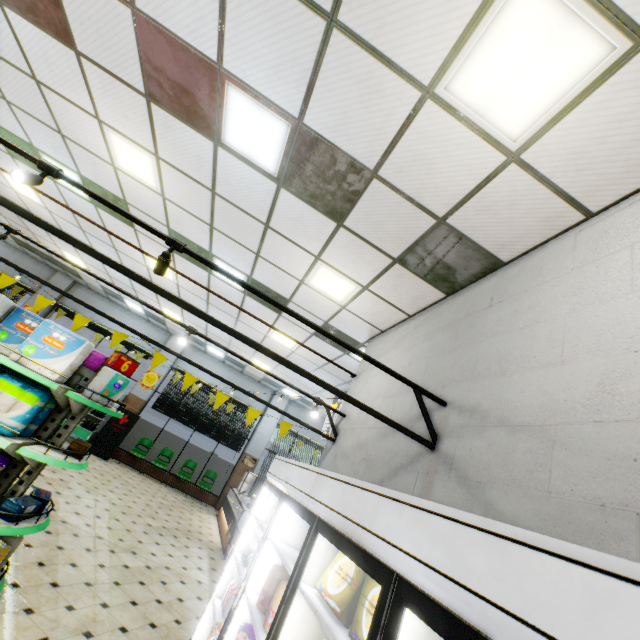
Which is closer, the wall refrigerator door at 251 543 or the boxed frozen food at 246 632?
the wall refrigerator door at 251 543

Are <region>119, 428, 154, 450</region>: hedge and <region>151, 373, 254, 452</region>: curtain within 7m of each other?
yes

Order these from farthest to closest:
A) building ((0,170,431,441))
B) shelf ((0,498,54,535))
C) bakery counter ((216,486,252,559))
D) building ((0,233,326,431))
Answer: building ((0,233,326,431)) → bakery counter ((216,486,252,559)) → building ((0,170,431,441)) → shelf ((0,498,54,535))

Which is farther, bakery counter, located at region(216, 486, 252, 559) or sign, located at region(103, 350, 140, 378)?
bakery counter, located at region(216, 486, 252, 559)

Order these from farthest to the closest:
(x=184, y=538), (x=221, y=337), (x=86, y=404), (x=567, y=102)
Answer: (x=221, y=337) < (x=184, y=538) < (x=86, y=404) < (x=567, y=102)

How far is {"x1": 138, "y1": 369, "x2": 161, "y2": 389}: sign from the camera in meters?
12.7 m

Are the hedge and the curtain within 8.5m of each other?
yes

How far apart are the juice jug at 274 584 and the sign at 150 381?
12.1 meters
